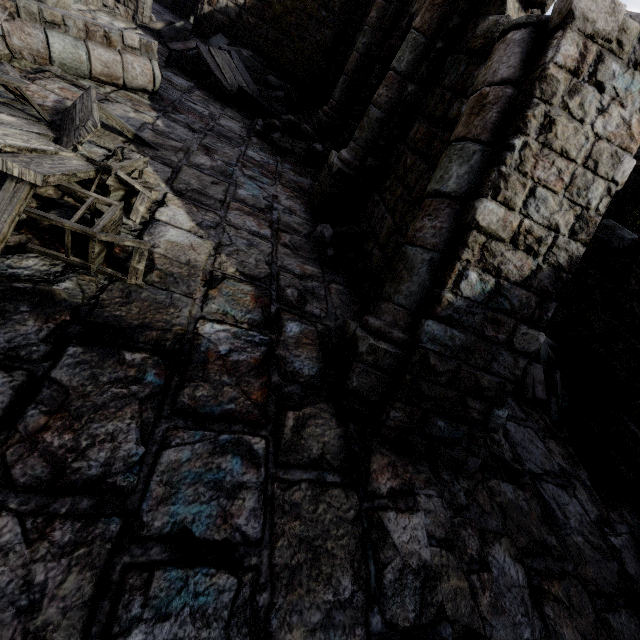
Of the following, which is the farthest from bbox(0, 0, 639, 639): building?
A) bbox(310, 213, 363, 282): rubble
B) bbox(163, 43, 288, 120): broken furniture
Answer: bbox(163, 43, 288, 120): broken furniture

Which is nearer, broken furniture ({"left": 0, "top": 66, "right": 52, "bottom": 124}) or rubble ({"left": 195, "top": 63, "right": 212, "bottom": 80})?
broken furniture ({"left": 0, "top": 66, "right": 52, "bottom": 124})

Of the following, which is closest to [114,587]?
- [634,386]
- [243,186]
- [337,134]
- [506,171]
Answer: [506,171]

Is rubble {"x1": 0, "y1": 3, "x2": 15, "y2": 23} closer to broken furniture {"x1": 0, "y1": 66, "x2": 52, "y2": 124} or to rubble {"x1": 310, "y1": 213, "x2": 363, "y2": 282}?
broken furniture {"x1": 0, "y1": 66, "x2": 52, "y2": 124}

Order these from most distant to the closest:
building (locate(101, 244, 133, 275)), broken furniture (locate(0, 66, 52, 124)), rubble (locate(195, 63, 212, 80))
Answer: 1. rubble (locate(195, 63, 212, 80))
2. broken furniture (locate(0, 66, 52, 124))
3. building (locate(101, 244, 133, 275))

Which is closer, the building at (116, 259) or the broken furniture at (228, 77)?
the building at (116, 259)

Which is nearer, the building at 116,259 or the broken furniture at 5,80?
the building at 116,259

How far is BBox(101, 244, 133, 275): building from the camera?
3.53m
